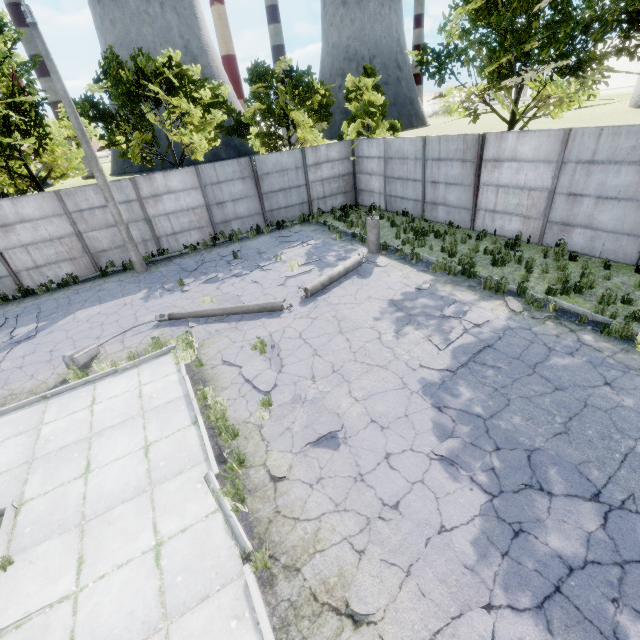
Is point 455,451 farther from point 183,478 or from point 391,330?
point 183,478

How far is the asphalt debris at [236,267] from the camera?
13.12m

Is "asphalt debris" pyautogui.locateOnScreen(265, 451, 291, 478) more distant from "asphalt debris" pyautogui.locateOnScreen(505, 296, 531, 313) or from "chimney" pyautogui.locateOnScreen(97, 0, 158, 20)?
"chimney" pyautogui.locateOnScreen(97, 0, 158, 20)

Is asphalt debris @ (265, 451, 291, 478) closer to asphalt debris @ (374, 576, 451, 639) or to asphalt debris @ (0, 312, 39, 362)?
asphalt debris @ (374, 576, 451, 639)

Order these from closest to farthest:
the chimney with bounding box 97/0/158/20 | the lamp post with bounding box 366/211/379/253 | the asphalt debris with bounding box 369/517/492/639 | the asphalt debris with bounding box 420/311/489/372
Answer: the asphalt debris with bounding box 369/517/492/639 < the asphalt debris with bounding box 420/311/489/372 < the lamp post with bounding box 366/211/379/253 < the chimney with bounding box 97/0/158/20

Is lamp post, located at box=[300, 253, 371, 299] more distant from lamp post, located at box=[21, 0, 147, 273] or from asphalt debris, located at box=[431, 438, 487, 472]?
lamp post, located at box=[21, 0, 147, 273]

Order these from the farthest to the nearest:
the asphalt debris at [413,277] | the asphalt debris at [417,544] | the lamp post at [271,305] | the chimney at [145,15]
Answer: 1. the chimney at [145,15]
2. the asphalt debris at [413,277]
3. the lamp post at [271,305]
4. the asphalt debris at [417,544]

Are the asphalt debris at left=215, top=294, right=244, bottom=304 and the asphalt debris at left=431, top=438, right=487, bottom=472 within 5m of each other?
no
